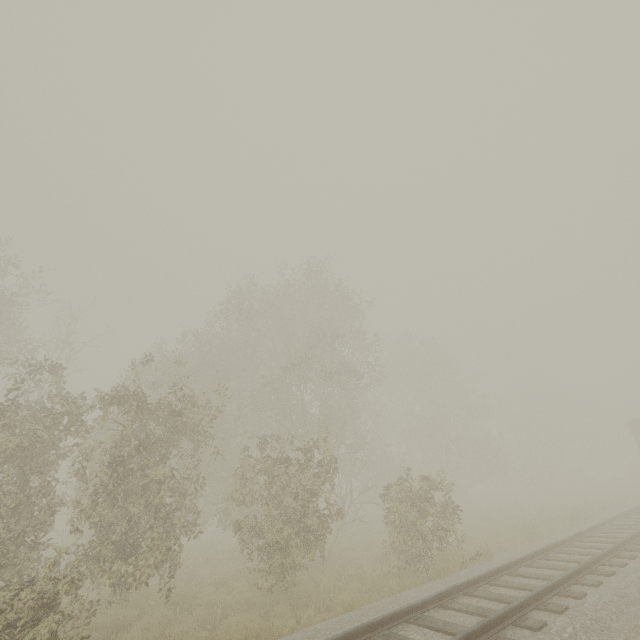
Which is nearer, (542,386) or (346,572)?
(346,572)
